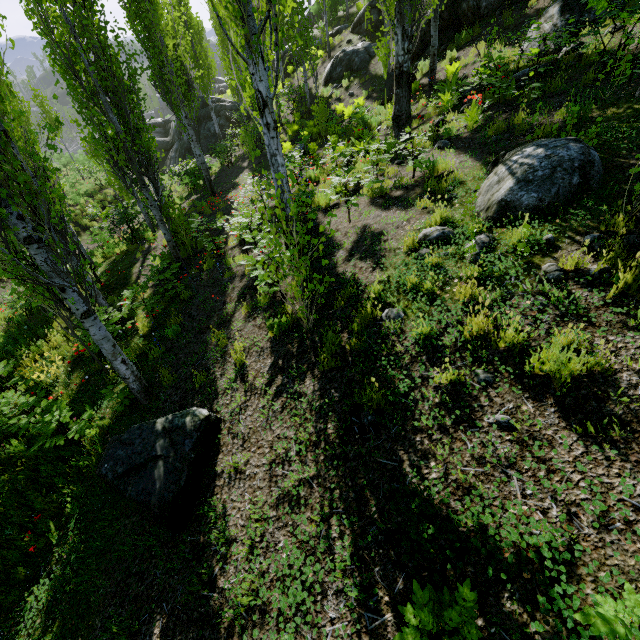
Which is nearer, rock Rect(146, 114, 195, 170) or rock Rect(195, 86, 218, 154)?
rock Rect(195, 86, 218, 154)

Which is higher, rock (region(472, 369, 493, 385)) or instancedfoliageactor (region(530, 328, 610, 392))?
instancedfoliageactor (region(530, 328, 610, 392))

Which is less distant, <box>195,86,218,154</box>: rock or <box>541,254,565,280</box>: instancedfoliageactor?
<box>541,254,565,280</box>: instancedfoliageactor

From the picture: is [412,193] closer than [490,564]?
No

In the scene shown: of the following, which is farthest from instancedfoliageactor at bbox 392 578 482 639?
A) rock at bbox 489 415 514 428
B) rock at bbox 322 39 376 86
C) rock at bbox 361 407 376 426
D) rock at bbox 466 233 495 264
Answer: rock at bbox 322 39 376 86

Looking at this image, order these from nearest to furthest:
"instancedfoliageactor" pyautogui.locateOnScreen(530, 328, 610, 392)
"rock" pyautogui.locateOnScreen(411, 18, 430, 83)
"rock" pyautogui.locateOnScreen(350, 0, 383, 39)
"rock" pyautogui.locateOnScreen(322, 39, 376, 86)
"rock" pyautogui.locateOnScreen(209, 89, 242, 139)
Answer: "instancedfoliageactor" pyautogui.locateOnScreen(530, 328, 610, 392) → "rock" pyautogui.locateOnScreen(411, 18, 430, 83) → "rock" pyautogui.locateOnScreen(322, 39, 376, 86) → "rock" pyautogui.locateOnScreen(350, 0, 383, 39) → "rock" pyautogui.locateOnScreen(209, 89, 242, 139)

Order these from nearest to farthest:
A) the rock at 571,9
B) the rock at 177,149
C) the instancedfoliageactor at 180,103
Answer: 1. the instancedfoliageactor at 180,103
2. the rock at 571,9
3. the rock at 177,149

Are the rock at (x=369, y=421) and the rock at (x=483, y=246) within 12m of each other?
yes
